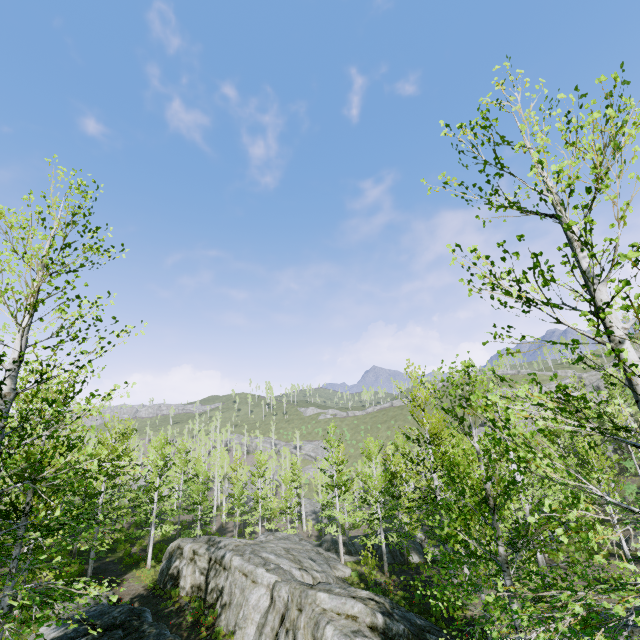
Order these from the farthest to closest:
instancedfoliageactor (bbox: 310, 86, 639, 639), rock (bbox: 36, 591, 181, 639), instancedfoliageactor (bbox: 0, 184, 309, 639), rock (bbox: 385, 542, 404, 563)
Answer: rock (bbox: 385, 542, 404, 563), rock (bbox: 36, 591, 181, 639), instancedfoliageactor (bbox: 0, 184, 309, 639), instancedfoliageactor (bbox: 310, 86, 639, 639)

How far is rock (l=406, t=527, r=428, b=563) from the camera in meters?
25.0 m

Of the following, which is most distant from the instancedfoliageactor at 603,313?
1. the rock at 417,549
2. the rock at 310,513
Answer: the rock at 310,513

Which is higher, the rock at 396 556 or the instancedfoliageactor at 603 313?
the instancedfoliageactor at 603 313

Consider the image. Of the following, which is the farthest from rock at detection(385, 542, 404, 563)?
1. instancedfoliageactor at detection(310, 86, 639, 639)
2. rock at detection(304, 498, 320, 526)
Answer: rock at detection(304, 498, 320, 526)

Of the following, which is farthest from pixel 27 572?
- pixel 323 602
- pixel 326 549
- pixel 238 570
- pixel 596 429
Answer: pixel 596 429

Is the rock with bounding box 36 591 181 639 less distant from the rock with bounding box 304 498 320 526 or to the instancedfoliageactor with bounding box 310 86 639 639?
the instancedfoliageactor with bounding box 310 86 639 639

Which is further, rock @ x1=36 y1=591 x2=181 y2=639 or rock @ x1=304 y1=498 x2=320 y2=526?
rock @ x1=304 y1=498 x2=320 y2=526
